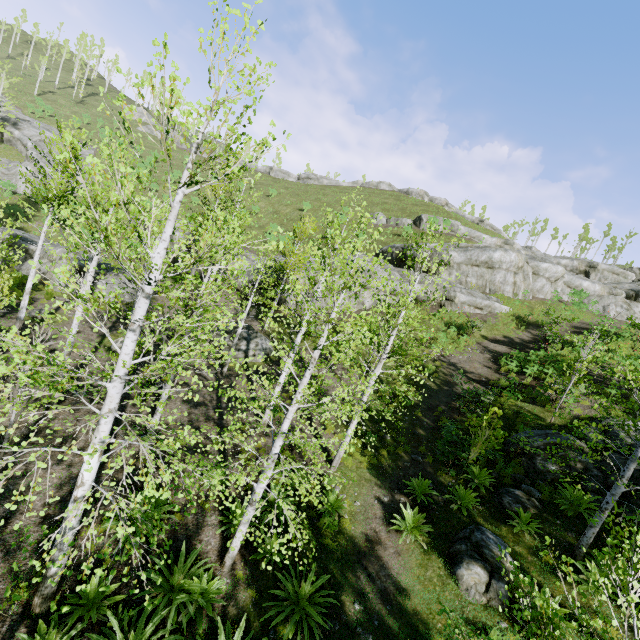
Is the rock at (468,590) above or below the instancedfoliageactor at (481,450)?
below

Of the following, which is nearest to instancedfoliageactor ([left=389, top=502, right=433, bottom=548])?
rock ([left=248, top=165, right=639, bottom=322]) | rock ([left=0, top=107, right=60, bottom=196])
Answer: rock ([left=0, top=107, right=60, bottom=196])

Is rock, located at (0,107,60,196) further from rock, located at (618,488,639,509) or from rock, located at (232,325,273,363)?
rock, located at (618,488,639,509)

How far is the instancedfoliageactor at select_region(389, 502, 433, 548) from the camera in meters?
8.6 m

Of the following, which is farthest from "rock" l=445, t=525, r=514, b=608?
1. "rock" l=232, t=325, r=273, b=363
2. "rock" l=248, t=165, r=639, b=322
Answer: "rock" l=248, t=165, r=639, b=322

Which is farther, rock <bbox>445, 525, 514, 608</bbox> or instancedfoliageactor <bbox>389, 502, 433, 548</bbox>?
instancedfoliageactor <bbox>389, 502, 433, 548</bbox>

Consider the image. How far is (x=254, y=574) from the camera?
7.7m

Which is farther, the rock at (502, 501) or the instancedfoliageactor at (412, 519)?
the rock at (502, 501)
